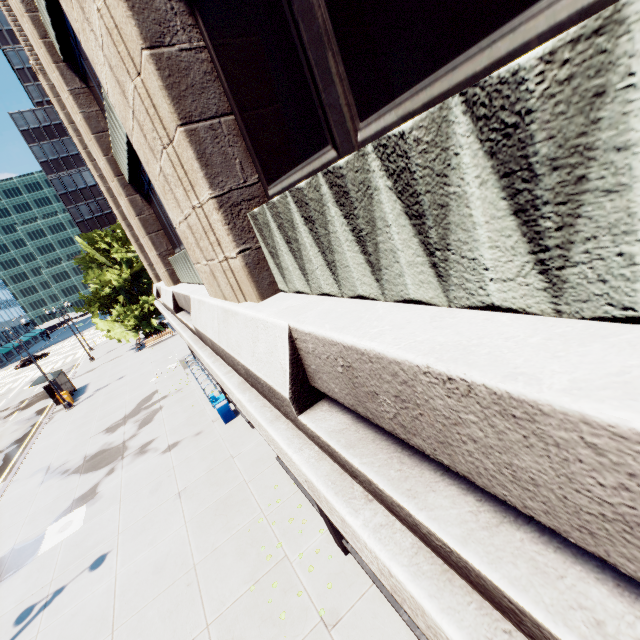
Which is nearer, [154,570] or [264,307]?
[264,307]

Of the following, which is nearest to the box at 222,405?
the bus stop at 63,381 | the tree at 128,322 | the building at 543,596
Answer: the building at 543,596

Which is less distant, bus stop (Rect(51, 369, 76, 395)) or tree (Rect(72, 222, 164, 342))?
bus stop (Rect(51, 369, 76, 395))

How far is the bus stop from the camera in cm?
2538

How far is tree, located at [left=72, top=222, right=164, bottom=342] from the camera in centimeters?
3266cm

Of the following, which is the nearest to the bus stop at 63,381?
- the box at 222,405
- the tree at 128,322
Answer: the tree at 128,322

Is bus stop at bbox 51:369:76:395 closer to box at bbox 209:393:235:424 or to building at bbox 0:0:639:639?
building at bbox 0:0:639:639

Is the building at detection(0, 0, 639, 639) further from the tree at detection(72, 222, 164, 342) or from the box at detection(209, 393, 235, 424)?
the tree at detection(72, 222, 164, 342)
